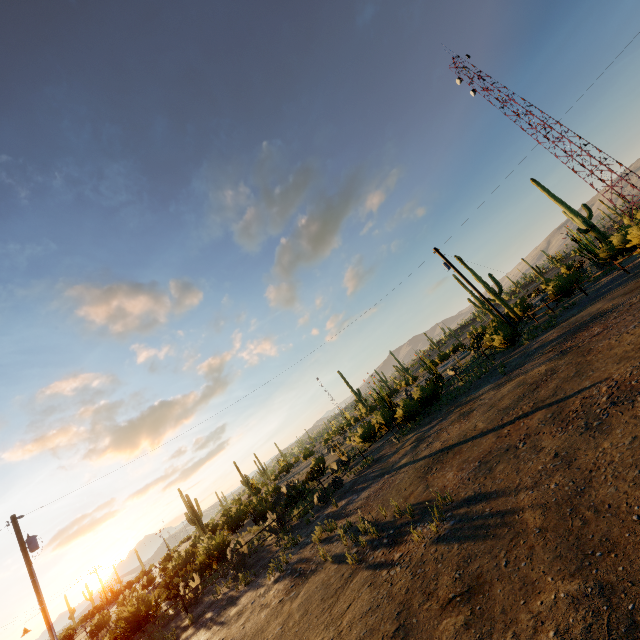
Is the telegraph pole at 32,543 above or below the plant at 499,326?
above

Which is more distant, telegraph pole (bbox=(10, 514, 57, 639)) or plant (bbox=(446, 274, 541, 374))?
plant (bbox=(446, 274, 541, 374))

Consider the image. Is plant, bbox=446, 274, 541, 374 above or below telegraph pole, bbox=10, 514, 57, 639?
below

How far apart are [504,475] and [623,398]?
2.6 meters

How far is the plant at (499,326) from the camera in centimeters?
2045cm

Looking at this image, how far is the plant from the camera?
20.5 meters
